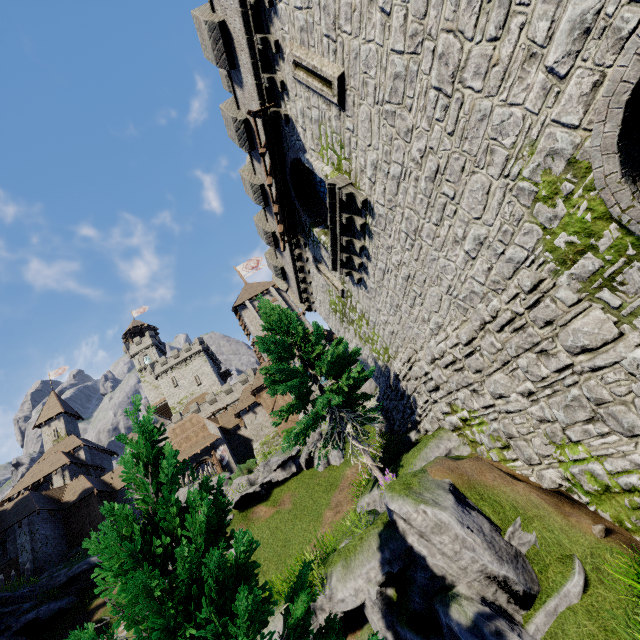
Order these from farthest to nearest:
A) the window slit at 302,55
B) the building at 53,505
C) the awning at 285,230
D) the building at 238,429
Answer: the building at 238,429
the building at 53,505
the awning at 285,230
the window slit at 302,55

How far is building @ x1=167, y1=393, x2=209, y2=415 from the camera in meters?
57.9 m

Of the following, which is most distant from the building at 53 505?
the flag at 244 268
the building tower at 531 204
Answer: the building tower at 531 204

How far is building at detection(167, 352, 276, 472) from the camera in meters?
35.8

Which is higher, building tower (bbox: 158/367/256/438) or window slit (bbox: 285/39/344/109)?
building tower (bbox: 158/367/256/438)

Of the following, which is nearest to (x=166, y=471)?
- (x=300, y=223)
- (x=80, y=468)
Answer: (x=300, y=223)

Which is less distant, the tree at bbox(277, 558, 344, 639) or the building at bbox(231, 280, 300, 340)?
the tree at bbox(277, 558, 344, 639)

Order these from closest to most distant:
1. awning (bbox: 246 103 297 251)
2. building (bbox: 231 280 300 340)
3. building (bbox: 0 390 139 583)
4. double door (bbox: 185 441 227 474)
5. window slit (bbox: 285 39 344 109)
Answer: window slit (bbox: 285 39 344 109)
awning (bbox: 246 103 297 251)
building (bbox: 0 390 139 583)
double door (bbox: 185 441 227 474)
building (bbox: 231 280 300 340)
